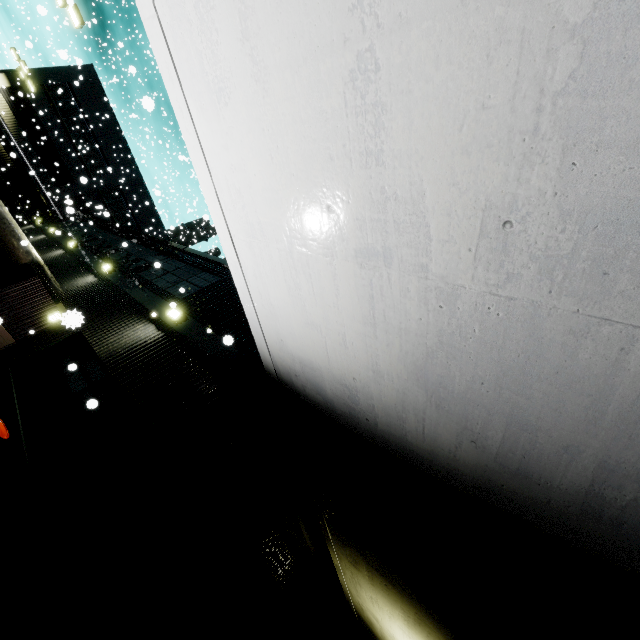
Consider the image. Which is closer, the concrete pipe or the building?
the building

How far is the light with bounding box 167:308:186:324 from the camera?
7.4m

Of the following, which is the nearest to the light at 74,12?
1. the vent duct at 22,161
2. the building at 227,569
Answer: the building at 227,569

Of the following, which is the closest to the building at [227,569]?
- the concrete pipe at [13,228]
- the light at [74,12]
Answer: the concrete pipe at [13,228]

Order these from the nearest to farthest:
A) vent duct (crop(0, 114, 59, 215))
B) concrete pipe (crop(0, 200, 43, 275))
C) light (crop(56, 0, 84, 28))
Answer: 1. concrete pipe (crop(0, 200, 43, 275))
2. light (crop(56, 0, 84, 28))
3. vent duct (crop(0, 114, 59, 215))

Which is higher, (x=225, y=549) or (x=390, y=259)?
(x=390, y=259)

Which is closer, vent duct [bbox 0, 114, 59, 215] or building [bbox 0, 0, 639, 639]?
building [bbox 0, 0, 639, 639]

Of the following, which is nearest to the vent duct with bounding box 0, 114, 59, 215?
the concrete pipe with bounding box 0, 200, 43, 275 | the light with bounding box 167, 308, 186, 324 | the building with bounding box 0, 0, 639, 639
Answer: the building with bounding box 0, 0, 639, 639
